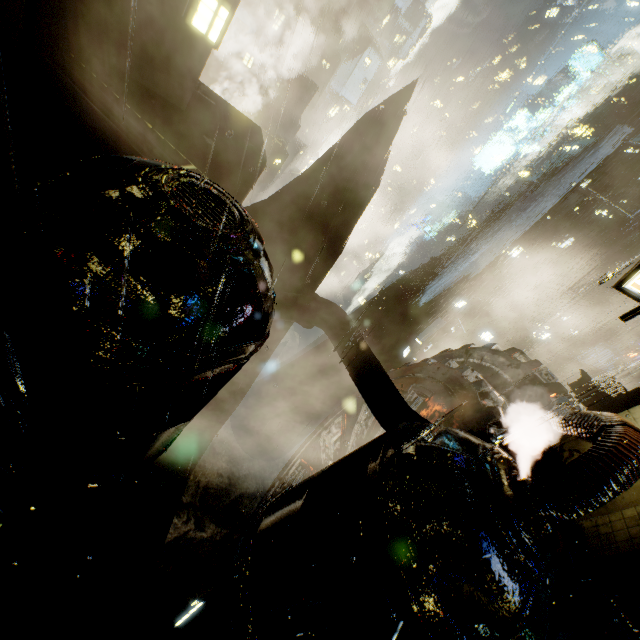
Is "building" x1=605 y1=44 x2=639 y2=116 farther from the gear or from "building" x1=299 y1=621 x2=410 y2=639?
the gear

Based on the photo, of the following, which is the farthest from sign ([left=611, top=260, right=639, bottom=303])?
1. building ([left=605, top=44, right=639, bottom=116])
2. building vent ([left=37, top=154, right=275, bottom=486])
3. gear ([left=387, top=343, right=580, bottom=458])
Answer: building ([left=605, top=44, right=639, bottom=116])

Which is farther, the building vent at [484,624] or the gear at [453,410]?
the gear at [453,410]

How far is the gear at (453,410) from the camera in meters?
14.7 m

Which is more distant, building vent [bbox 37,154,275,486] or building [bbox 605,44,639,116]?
building [bbox 605,44,639,116]

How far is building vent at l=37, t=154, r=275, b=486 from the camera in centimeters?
557cm

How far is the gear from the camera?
14.73m

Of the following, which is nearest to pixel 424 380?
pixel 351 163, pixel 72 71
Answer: pixel 351 163
